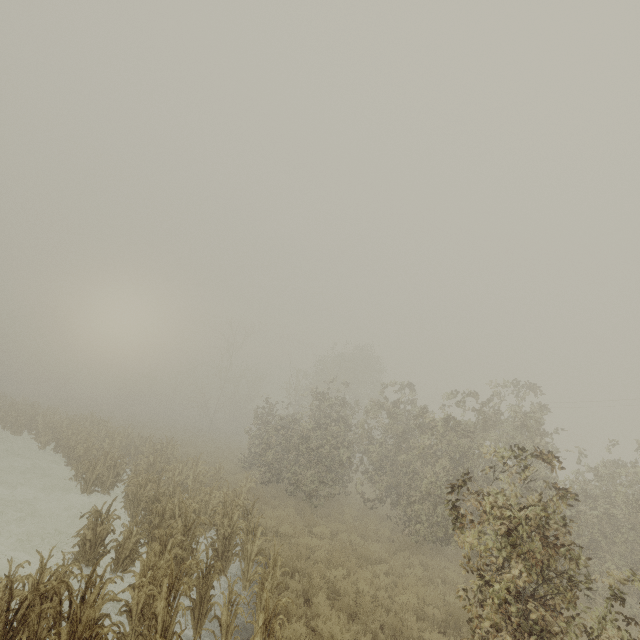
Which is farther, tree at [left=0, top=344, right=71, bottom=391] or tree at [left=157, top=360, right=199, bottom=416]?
tree at [left=157, top=360, right=199, bottom=416]

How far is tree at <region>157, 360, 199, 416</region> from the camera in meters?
56.1

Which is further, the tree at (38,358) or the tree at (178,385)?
the tree at (178,385)

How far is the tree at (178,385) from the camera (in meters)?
56.06

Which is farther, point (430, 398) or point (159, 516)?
point (430, 398)
